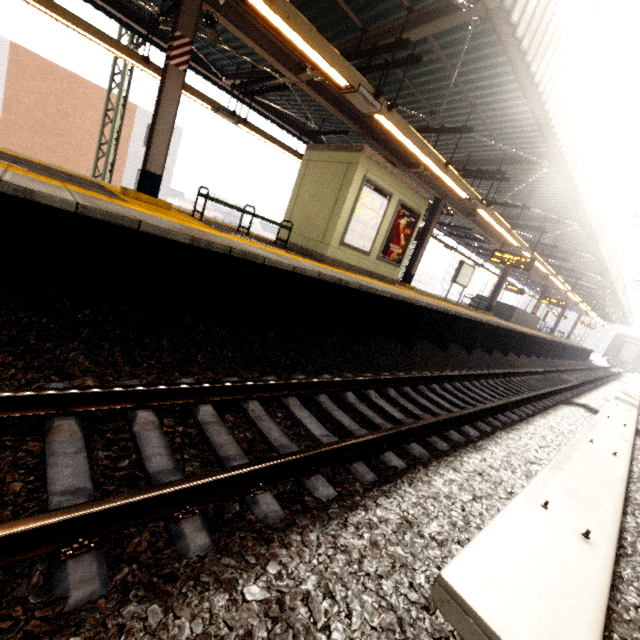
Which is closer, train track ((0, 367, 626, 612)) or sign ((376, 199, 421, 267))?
train track ((0, 367, 626, 612))

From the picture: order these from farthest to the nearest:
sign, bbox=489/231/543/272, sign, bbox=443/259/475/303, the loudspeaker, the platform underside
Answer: sign, bbox=443/259/475/303 → sign, bbox=489/231/543/272 → the loudspeaker → the platform underside

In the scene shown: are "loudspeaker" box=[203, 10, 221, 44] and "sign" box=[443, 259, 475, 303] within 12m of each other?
no

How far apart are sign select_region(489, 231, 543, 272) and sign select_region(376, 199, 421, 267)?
4.8m

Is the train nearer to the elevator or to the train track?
the train track

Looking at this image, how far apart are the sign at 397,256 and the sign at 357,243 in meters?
0.3

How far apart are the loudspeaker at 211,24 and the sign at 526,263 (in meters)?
11.50

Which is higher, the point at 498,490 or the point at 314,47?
the point at 314,47
